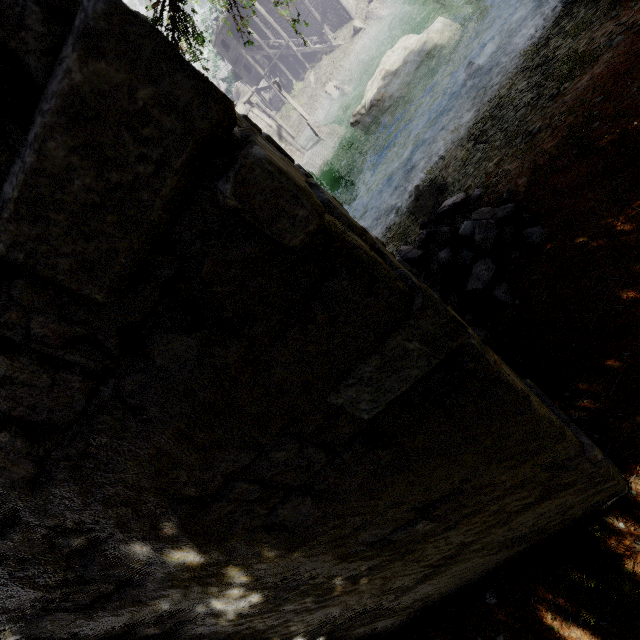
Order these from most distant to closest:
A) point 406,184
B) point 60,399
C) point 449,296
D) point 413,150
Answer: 1. point 413,150
2. point 406,184
3. point 449,296
4. point 60,399

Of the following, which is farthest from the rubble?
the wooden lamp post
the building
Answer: the wooden lamp post

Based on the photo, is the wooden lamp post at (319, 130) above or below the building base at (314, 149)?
above

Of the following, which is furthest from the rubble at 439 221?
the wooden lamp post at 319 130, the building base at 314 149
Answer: the wooden lamp post at 319 130

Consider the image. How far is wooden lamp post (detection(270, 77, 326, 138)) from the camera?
23.07m

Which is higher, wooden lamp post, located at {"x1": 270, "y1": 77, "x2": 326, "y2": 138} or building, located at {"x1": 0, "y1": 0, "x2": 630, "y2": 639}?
building, located at {"x1": 0, "y1": 0, "x2": 630, "y2": 639}

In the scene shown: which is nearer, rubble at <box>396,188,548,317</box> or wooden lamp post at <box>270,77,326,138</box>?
rubble at <box>396,188,548,317</box>

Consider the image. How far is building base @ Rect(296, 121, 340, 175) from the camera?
25.0m
